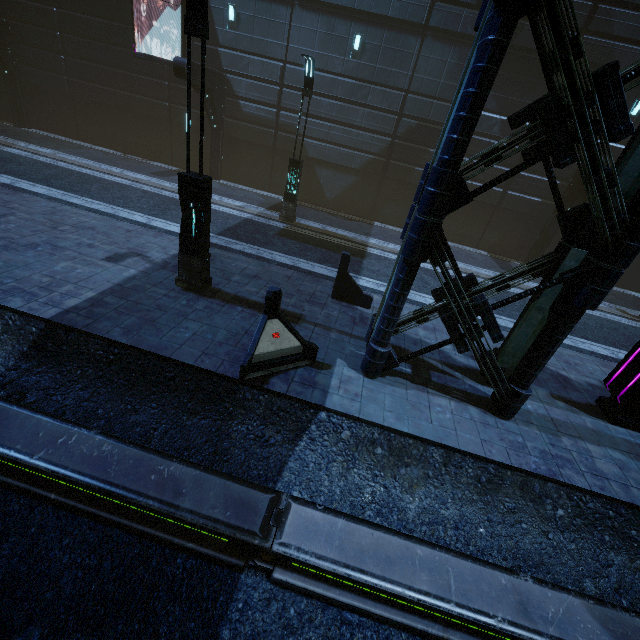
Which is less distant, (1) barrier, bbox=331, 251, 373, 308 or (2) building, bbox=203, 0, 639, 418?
(2) building, bbox=203, 0, 639, 418

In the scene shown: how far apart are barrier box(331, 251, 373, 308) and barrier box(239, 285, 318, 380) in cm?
276

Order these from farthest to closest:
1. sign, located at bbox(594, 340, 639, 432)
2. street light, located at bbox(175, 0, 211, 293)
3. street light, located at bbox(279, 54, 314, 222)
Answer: street light, located at bbox(279, 54, 314, 222), sign, located at bbox(594, 340, 639, 432), street light, located at bbox(175, 0, 211, 293)

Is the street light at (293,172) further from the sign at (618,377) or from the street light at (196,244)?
the sign at (618,377)

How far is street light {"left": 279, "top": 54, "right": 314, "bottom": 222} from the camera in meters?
11.1 m

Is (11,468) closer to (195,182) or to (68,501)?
(68,501)

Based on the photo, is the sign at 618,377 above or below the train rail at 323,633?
above

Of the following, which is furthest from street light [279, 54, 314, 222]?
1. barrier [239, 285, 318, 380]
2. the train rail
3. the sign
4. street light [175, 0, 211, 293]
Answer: the sign
